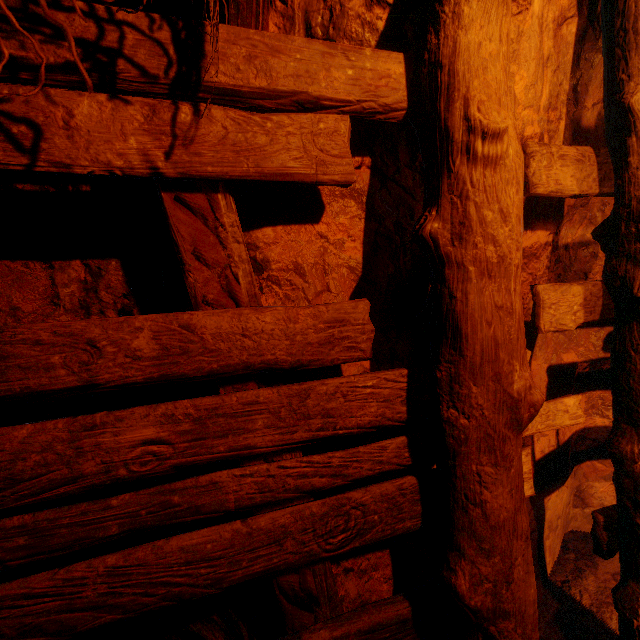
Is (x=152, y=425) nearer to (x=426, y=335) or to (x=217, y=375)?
(x=217, y=375)
